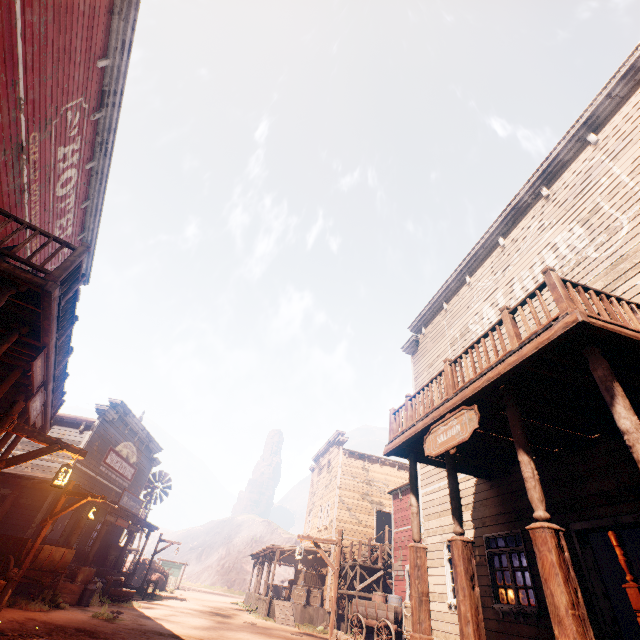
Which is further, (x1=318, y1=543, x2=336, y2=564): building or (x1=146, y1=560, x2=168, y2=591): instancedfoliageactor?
(x1=146, y1=560, x2=168, y2=591): instancedfoliageactor

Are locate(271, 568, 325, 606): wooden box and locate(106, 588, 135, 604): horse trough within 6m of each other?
no

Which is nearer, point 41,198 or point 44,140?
point 44,140

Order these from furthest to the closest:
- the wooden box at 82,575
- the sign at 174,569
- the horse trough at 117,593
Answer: the sign at 174,569 < the horse trough at 117,593 < the wooden box at 82,575

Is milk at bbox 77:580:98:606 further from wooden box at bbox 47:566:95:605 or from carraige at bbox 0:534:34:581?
carraige at bbox 0:534:34:581

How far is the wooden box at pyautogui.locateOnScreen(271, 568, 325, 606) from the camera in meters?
20.6 m

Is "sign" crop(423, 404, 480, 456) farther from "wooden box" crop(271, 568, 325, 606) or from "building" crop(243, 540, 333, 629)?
"wooden box" crop(271, 568, 325, 606)

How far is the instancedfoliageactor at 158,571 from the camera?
27.00m
